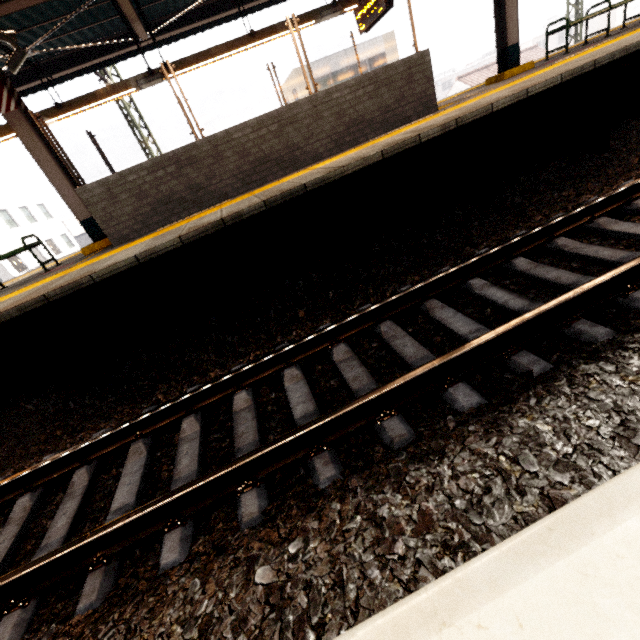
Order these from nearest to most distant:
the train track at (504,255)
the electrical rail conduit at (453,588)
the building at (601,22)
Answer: the electrical rail conduit at (453,588) < the train track at (504,255) < the building at (601,22)

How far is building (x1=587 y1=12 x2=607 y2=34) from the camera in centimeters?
4347cm

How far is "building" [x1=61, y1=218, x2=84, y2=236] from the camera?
43.84m

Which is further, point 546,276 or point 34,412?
point 34,412

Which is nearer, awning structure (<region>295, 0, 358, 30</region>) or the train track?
the train track

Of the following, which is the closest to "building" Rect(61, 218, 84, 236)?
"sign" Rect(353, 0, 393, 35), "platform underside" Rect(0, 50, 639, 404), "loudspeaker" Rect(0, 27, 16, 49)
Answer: "platform underside" Rect(0, 50, 639, 404)

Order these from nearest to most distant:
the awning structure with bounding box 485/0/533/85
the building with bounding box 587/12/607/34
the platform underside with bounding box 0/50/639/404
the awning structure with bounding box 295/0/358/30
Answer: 1. the platform underside with bounding box 0/50/639/404
2. the awning structure with bounding box 485/0/533/85
3. the awning structure with bounding box 295/0/358/30
4. the building with bounding box 587/12/607/34

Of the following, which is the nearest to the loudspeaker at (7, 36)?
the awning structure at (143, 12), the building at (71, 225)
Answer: the awning structure at (143, 12)
